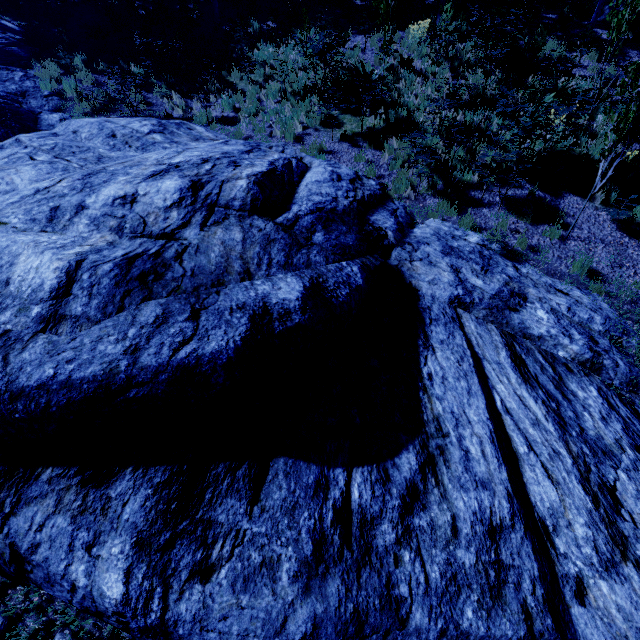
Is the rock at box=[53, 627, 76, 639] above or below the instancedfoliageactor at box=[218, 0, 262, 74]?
below

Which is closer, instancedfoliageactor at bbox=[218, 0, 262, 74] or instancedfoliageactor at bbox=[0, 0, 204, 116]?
instancedfoliageactor at bbox=[0, 0, 204, 116]

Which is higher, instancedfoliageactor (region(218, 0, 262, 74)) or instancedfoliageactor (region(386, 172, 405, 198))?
instancedfoliageactor (region(218, 0, 262, 74))

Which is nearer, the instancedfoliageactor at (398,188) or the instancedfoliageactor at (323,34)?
the instancedfoliageactor at (323,34)

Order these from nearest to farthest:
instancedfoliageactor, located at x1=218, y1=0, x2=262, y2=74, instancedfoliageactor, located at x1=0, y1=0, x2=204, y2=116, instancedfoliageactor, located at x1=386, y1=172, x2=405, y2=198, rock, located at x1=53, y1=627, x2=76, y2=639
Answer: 1. rock, located at x1=53, y1=627, x2=76, y2=639
2. instancedfoliageactor, located at x1=386, y1=172, x2=405, y2=198
3. instancedfoliageactor, located at x1=0, y1=0, x2=204, y2=116
4. instancedfoliageactor, located at x1=218, y1=0, x2=262, y2=74

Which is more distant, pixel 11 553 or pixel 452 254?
pixel 452 254

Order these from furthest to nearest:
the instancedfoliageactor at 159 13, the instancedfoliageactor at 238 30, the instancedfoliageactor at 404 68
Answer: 1. the instancedfoliageactor at 238 30
2. the instancedfoliageactor at 159 13
3. the instancedfoliageactor at 404 68
